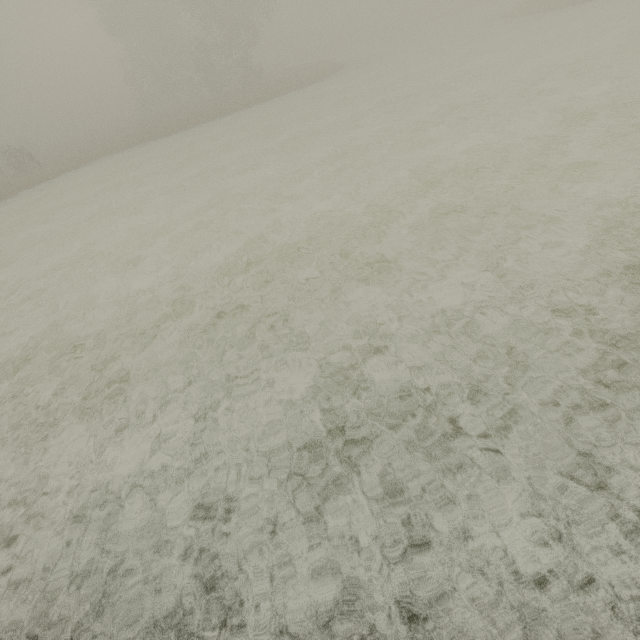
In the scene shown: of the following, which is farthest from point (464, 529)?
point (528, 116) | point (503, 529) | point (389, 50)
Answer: point (389, 50)
